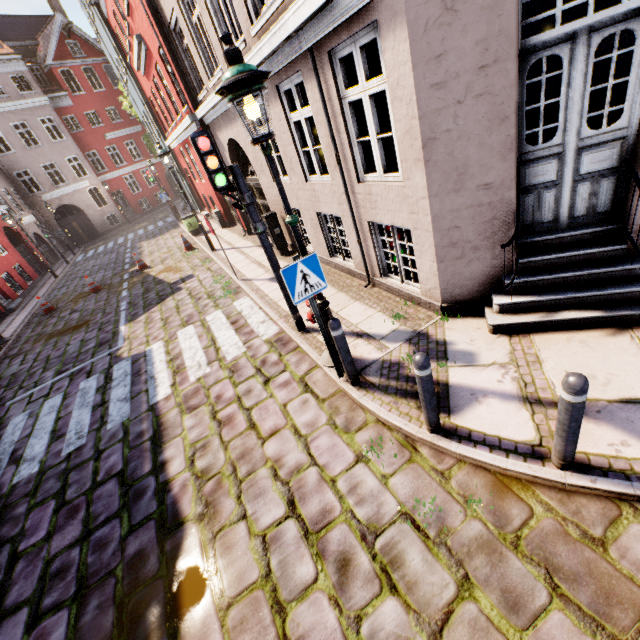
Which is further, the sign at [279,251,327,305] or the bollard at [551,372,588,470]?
the sign at [279,251,327,305]

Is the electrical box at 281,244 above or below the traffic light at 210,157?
below

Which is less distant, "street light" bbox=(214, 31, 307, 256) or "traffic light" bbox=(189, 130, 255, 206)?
"street light" bbox=(214, 31, 307, 256)

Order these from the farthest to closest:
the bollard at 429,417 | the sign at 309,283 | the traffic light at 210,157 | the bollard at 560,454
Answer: the traffic light at 210,157 < the sign at 309,283 < the bollard at 429,417 < the bollard at 560,454

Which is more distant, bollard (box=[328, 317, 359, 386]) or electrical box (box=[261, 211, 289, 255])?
electrical box (box=[261, 211, 289, 255])

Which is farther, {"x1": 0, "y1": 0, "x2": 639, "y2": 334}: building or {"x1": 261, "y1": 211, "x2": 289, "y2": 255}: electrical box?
{"x1": 261, "y1": 211, "x2": 289, "y2": 255}: electrical box

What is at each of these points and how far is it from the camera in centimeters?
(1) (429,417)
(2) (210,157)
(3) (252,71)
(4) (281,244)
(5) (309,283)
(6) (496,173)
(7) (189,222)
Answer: (1) bollard, 338cm
(2) traffic light, 433cm
(3) street light, 278cm
(4) electrical box, 969cm
(5) sign, 385cm
(6) building, 381cm
(7) trash bin, 1595cm

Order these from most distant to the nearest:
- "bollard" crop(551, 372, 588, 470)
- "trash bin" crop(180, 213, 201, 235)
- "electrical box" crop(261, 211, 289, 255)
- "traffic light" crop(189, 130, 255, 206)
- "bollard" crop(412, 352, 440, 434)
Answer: "trash bin" crop(180, 213, 201, 235) → "electrical box" crop(261, 211, 289, 255) → "traffic light" crop(189, 130, 255, 206) → "bollard" crop(412, 352, 440, 434) → "bollard" crop(551, 372, 588, 470)
